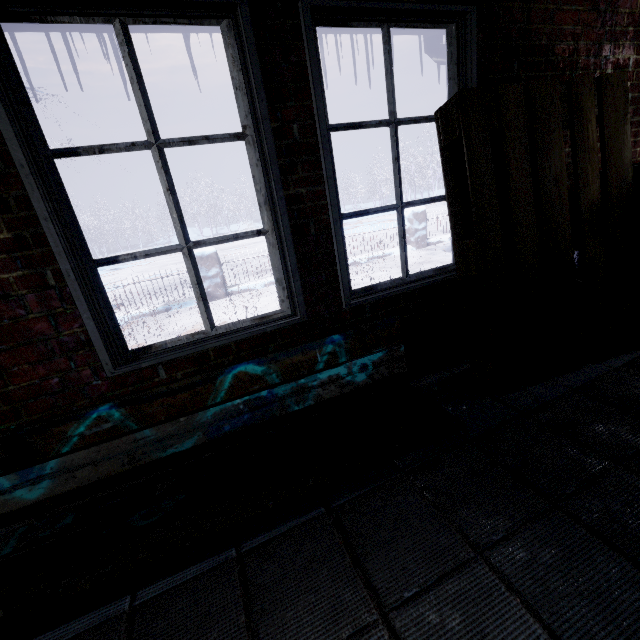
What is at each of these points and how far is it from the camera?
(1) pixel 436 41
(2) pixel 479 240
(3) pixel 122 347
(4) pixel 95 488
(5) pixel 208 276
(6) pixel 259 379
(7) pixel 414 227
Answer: (1) pipe, 1.9 meters
(2) pallet, 1.5 meters
(3) window, 1.4 meters
(4) window, 1.5 meters
(5) fence, 5.8 meters
(6) bench, 1.3 meters
(7) fence, 7.4 meters

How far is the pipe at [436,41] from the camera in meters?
1.9 m

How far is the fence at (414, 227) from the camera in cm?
733

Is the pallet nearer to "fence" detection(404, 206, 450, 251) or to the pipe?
the pipe

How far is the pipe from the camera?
1.9m

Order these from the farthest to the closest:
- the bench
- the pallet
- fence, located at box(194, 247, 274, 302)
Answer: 1. fence, located at box(194, 247, 274, 302)
2. the pallet
3. the bench

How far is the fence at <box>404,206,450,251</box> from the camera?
7.3m

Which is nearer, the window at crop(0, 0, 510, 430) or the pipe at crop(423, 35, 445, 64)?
the window at crop(0, 0, 510, 430)
